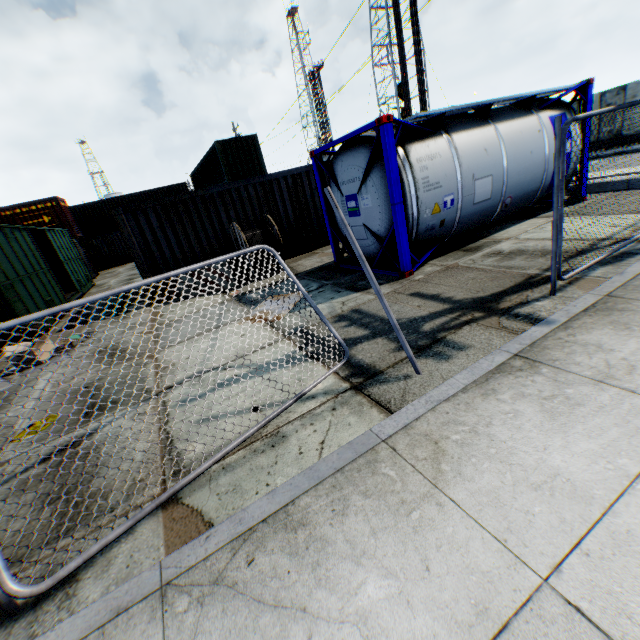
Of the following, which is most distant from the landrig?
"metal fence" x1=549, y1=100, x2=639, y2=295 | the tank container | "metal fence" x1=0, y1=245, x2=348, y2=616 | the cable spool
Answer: "metal fence" x1=0, y1=245, x2=348, y2=616

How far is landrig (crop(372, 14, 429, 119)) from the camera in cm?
4069

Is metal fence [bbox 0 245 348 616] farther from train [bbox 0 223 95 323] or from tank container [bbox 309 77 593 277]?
train [bbox 0 223 95 323]

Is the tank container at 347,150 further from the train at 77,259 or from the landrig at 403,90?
the landrig at 403,90

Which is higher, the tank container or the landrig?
the landrig

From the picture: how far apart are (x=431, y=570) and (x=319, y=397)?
1.98m

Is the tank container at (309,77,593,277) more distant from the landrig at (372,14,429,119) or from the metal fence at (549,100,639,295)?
the landrig at (372,14,429,119)

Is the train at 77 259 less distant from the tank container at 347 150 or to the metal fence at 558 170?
the tank container at 347 150
